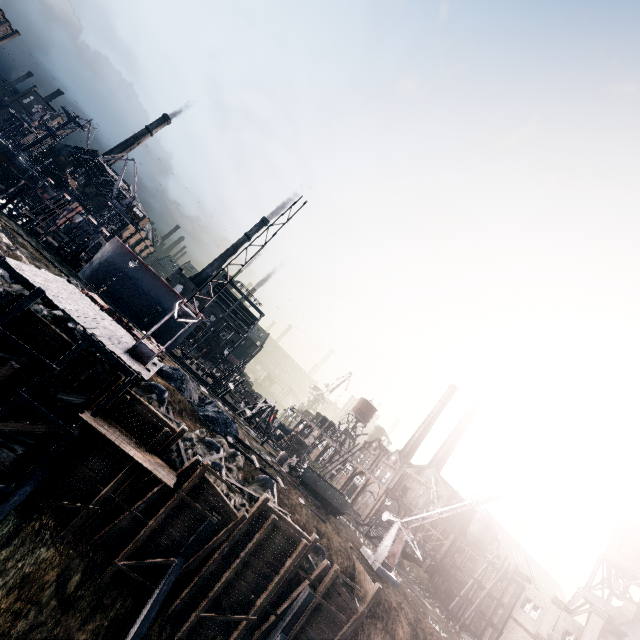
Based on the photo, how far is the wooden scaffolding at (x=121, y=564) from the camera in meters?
16.4

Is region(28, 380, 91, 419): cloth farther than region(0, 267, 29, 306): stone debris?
No

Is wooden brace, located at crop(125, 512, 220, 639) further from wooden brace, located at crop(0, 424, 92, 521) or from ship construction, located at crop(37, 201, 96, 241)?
ship construction, located at crop(37, 201, 96, 241)

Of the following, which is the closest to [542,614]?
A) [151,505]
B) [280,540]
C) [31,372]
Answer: [280,540]

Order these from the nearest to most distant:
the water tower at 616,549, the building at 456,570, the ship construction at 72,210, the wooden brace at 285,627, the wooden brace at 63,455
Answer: the wooden brace at 63,455 → the wooden brace at 285,627 → the ship construction at 72,210 → the water tower at 616,549 → the building at 456,570

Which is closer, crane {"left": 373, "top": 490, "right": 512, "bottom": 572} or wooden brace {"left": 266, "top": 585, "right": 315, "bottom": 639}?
wooden brace {"left": 266, "top": 585, "right": 315, "bottom": 639}

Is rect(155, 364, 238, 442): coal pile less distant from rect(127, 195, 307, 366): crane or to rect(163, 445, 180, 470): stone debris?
rect(163, 445, 180, 470): stone debris
